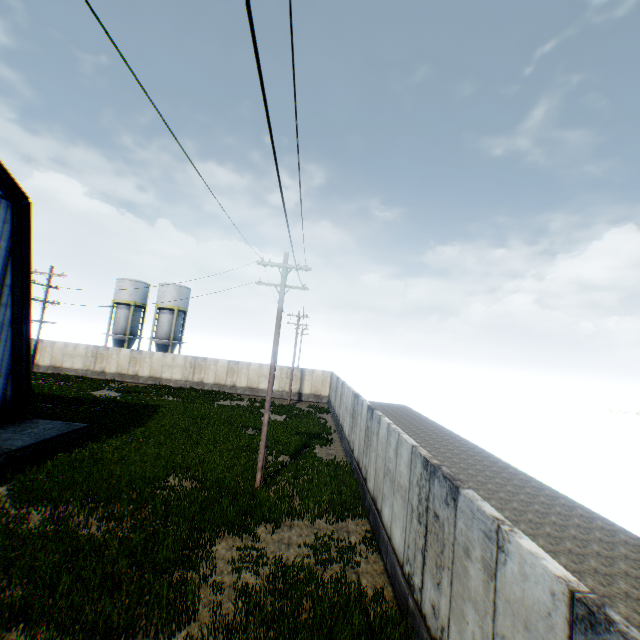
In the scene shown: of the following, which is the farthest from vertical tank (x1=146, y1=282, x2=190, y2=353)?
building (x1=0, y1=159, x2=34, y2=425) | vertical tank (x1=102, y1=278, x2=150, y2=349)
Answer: Answer: building (x1=0, y1=159, x2=34, y2=425)

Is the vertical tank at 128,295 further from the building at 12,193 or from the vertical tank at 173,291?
the building at 12,193

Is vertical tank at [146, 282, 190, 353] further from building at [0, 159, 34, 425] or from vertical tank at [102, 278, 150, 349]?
building at [0, 159, 34, 425]

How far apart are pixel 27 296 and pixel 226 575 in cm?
1664

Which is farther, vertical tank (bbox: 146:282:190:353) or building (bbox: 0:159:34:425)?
vertical tank (bbox: 146:282:190:353)

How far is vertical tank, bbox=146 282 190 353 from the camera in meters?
42.8 m
